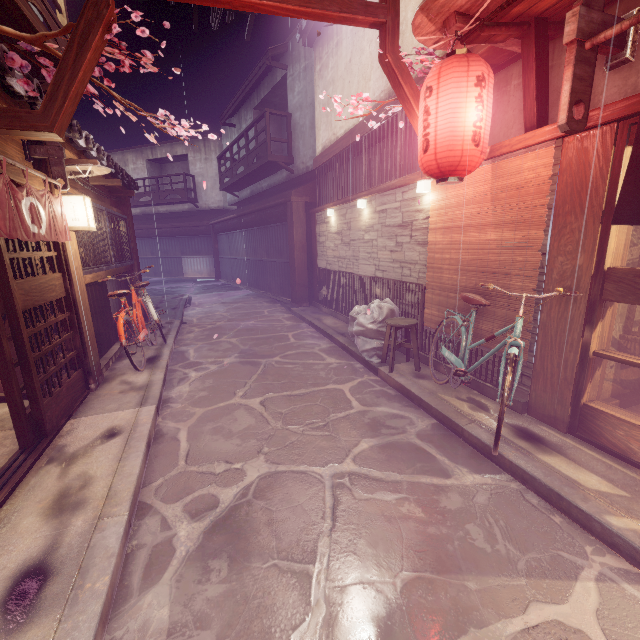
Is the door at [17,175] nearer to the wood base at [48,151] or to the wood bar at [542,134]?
the wood base at [48,151]

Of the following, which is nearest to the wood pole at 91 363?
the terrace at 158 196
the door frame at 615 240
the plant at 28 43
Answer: the plant at 28 43

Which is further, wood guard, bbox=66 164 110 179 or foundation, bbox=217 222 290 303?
foundation, bbox=217 222 290 303

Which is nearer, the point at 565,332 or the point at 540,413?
the point at 565,332

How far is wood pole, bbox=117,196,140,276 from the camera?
14.1 meters

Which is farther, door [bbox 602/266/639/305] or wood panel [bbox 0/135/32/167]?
wood panel [bbox 0/135/32/167]

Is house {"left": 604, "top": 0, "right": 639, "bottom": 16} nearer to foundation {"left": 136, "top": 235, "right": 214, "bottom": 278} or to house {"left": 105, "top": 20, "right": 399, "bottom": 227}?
house {"left": 105, "top": 20, "right": 399, "bottom": 227}

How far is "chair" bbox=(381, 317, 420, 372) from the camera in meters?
8.8 m
